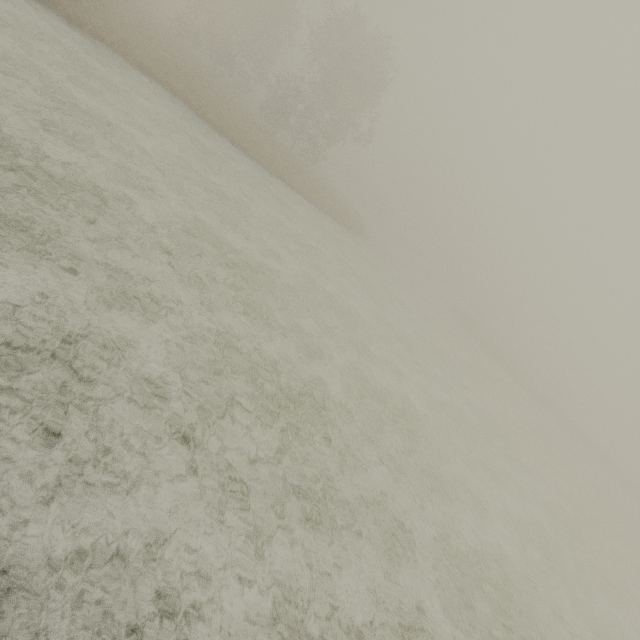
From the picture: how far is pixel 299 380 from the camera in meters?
8.7 m
